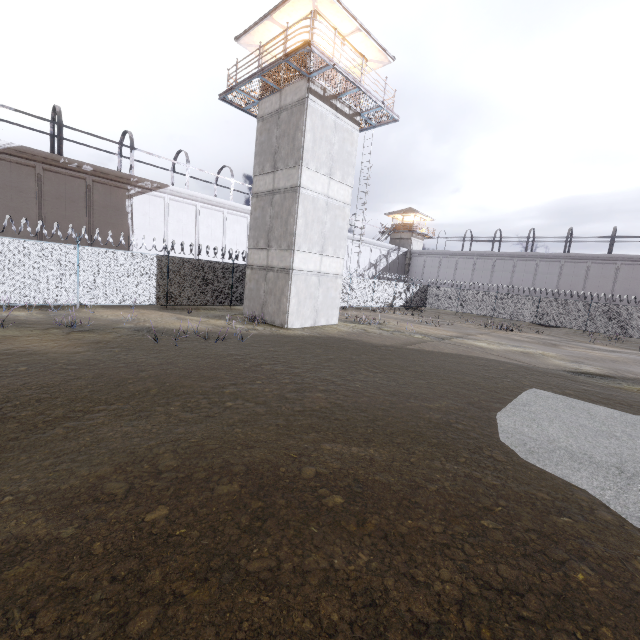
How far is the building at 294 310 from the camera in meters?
15.7

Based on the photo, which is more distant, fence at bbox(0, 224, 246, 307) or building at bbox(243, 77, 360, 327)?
building at bbox(243, 77, 360, 327)

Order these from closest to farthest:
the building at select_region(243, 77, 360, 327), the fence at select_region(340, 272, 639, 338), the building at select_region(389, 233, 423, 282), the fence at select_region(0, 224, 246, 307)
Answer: the fence at select_region(0, 224, 246, 307), the building at select_region(243, 77, 360, 327), the fence at select_region(340, 272, 639, 338), the building at select_region(389, 233, 423, 282)

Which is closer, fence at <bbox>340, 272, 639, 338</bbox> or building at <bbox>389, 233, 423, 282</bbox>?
fence at <bbox>340, 272, 639, 338</bbox>

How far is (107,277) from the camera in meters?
15.6

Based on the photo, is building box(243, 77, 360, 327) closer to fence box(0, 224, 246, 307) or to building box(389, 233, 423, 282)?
fence box(0, 224, 246, 307)

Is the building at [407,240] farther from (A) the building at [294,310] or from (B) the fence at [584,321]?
(A) the building at [294,310]

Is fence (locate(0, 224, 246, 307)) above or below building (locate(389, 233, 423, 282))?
below
